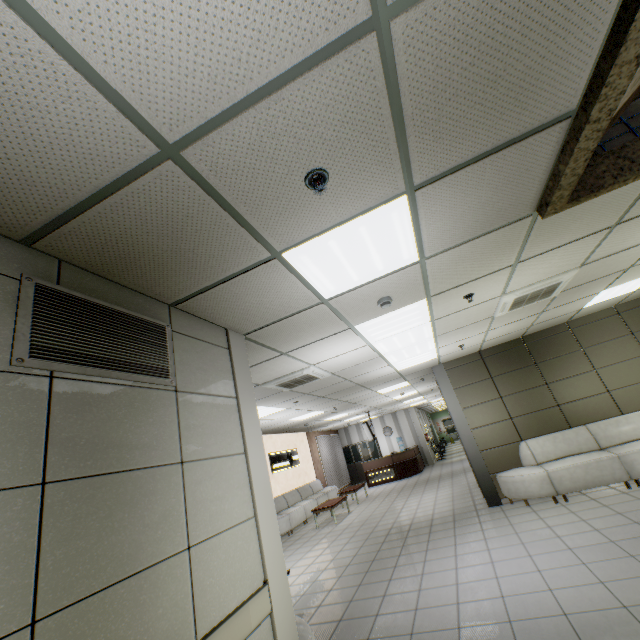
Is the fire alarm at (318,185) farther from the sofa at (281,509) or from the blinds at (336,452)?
the blinds at (336,452)

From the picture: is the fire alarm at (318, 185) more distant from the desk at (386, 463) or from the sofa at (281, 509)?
the desk at (386, 463)

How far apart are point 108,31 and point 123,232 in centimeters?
96cm

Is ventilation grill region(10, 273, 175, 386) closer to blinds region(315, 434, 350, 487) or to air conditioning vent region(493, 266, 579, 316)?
air conditioning vent region(493, 266, 579, 316)

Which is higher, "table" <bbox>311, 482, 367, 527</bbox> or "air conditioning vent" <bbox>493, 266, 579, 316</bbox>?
"air conditioning vent" <bbox>493, 266, 579, 316</bbox>

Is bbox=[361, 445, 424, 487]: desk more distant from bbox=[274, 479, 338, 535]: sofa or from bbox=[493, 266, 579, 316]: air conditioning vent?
bbox=[493, 266, 579, 316]: air conditioning vent

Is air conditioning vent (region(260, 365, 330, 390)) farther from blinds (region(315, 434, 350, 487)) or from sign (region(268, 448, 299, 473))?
blinds (region(315, 434, 350, 487))

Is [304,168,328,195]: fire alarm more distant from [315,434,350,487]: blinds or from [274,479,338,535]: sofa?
[315,434,350,487]: blinds
